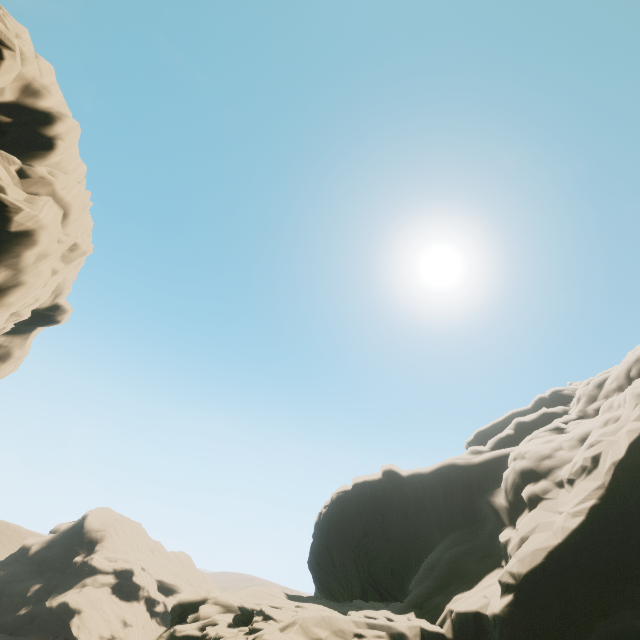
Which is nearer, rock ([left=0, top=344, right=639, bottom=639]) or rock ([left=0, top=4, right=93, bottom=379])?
rock ([left=0, top=344, right=639, bottom=639])

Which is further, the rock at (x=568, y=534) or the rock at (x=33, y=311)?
the rock at (x=33, y=311)

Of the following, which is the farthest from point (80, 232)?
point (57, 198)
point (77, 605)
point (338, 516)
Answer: point (77, 605)
